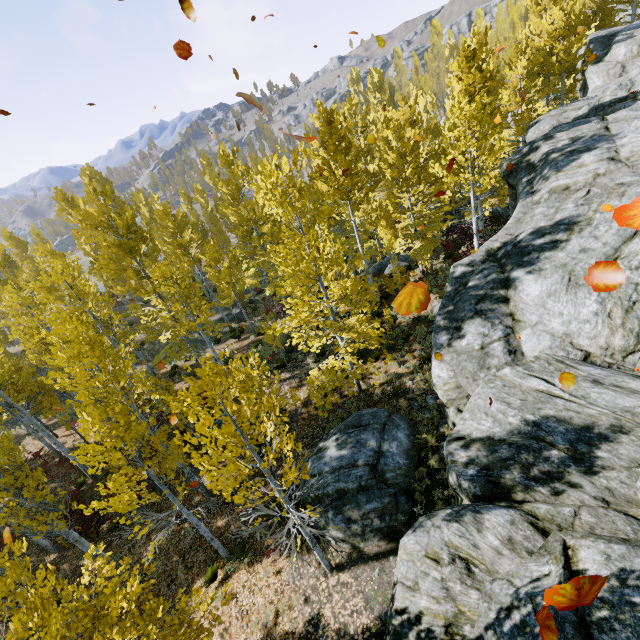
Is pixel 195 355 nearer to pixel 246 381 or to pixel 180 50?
pixel 246 381

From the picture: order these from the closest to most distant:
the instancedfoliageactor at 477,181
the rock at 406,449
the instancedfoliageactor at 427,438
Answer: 1. the instancedfoliageactor at 477,181
2. the rock at 406,449
3. the instancedfoliageactor at 427,438

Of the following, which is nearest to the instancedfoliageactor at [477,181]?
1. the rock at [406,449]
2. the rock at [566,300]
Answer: the rock at [566,300]

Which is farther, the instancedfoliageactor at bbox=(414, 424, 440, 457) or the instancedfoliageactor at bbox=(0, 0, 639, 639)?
the instancedfoliageactor at bbox=(414, 424, 440, 457)

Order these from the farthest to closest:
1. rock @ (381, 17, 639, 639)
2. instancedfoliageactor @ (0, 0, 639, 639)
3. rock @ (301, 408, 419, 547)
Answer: rock @ (301, 408, 419, 547) → instancedfoliageactor @ (0, 0, 639, 639) → rock @ (381, 17, 639, 639)

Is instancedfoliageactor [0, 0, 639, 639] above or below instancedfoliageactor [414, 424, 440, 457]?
above

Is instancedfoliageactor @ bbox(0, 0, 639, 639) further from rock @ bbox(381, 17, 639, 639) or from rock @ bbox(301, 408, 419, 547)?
rock @ bbox(301, 408, 419, 547)

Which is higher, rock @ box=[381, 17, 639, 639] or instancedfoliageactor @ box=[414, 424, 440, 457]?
rock @ box=[381, 17, 639, 639]
